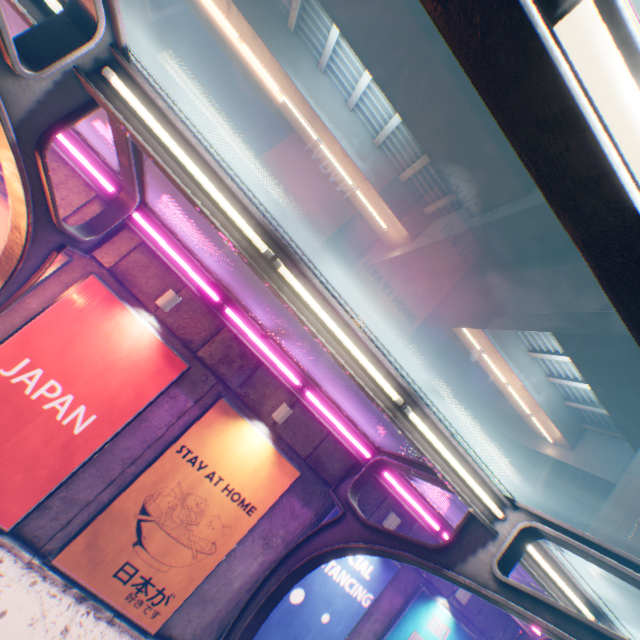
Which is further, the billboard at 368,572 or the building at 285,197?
the building at 285,197

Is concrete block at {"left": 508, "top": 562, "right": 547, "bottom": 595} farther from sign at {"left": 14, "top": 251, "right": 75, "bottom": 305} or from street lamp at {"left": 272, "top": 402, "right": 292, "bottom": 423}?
sign at {"left": 14, "top": 251, "right": 75, "bottom": 305}

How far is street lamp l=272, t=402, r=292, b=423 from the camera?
7.1 meters

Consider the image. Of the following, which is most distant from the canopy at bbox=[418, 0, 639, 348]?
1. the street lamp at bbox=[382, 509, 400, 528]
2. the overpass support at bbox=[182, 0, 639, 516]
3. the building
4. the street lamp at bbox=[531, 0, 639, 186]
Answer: the building

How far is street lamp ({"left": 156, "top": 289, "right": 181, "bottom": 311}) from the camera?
6.4m

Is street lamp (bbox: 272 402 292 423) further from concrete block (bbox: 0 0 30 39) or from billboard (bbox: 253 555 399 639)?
billboard (bbox: 253 555 399 639)

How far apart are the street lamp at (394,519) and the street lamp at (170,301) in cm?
720

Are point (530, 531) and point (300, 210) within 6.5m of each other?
no
